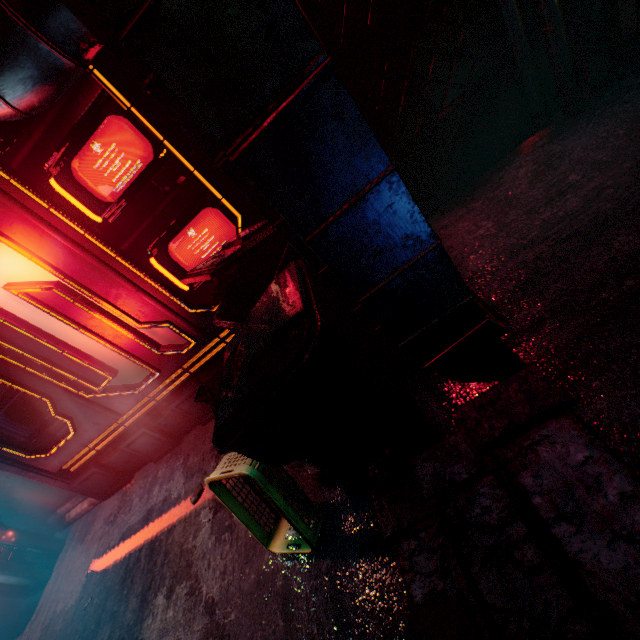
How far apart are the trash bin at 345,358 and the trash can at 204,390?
0.04m

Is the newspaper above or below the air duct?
below

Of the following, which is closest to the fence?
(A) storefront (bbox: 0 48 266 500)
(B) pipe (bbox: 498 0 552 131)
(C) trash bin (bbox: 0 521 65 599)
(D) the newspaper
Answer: (B) pipe (bbox: 498 0 552 131)

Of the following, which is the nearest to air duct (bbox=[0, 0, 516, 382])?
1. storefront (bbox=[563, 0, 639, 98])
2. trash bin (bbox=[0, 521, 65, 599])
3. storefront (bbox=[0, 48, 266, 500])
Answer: storefront (bbox=[0, 48, 266, 500])

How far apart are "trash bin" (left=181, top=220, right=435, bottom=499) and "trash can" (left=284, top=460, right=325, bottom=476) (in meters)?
0.04

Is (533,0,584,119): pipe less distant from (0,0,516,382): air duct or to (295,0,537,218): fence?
(295,0,537,218): fence

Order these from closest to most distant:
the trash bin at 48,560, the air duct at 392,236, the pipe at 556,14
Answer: the air duct at 392,236 < the pipe at 556,14 < the trash bin at 48,560

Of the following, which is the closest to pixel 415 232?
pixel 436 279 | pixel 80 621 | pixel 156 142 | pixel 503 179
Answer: pixel 436 279
